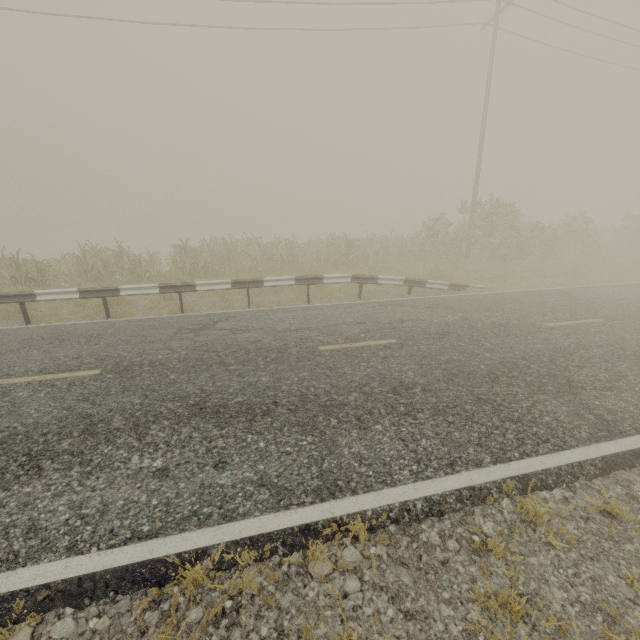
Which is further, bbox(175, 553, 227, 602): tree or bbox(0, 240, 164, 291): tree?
bbox(0, 240, 164, 291): tree

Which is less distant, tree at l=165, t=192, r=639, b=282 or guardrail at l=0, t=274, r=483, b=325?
guardrail at l=0, t=274, r=483, b=325

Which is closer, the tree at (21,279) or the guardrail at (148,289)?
the guardrail at (148,289)

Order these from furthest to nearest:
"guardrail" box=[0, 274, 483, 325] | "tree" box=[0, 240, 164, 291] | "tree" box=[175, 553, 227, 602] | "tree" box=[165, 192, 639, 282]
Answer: "tree" box=[165, 192, 639, 282], "tree" box=[0, 240, 164, 291], "guardrail" box=[0, 274, 483, 325], "tree" box=[175, 553, 227, 602]

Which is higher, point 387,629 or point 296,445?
point 296,445

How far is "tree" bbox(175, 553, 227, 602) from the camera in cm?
261

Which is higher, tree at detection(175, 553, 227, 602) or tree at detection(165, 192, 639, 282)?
tree at detection(165, 192, 639, 282)

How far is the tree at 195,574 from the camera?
2.6m
